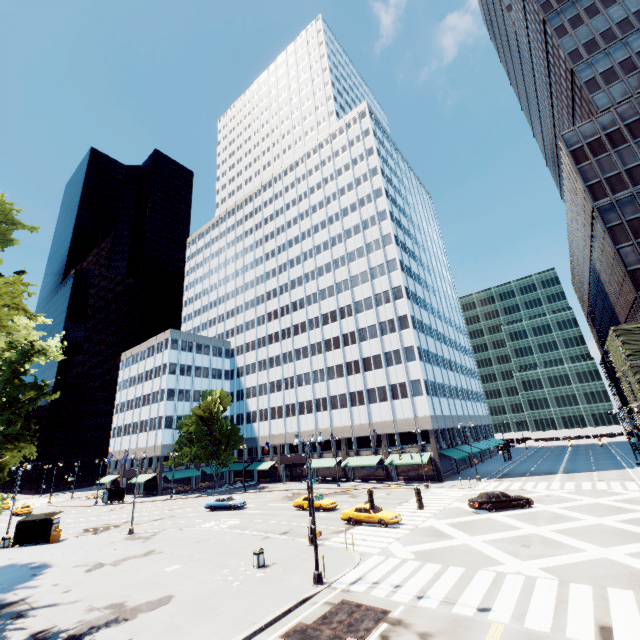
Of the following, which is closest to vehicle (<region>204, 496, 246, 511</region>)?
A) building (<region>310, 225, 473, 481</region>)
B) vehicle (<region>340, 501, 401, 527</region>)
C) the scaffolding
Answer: vehicle (<region>340, 501, 401, 527</region>)

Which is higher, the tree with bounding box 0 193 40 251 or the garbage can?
the tree with bounding box 0 193 40 251

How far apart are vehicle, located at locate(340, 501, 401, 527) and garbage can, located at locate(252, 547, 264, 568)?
10.1 meters

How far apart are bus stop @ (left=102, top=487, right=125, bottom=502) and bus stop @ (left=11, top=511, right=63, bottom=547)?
25.48m

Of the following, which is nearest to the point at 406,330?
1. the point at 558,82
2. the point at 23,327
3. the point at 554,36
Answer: the point at 23,327

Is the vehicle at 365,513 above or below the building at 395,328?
below

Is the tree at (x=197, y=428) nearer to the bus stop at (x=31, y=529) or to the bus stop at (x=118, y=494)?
the bus stop at (x=31, y=529)

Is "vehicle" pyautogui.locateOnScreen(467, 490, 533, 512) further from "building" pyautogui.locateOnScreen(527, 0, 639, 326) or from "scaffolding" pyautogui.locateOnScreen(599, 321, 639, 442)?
"building" pyautogui.locateOnScreen(527, 0, 639, 326)
